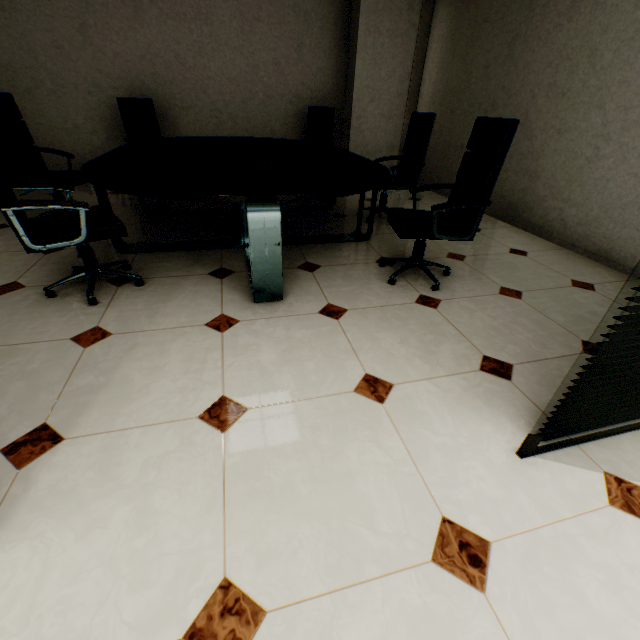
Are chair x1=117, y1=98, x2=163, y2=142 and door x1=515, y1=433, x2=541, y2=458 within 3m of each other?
no

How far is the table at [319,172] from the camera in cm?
193

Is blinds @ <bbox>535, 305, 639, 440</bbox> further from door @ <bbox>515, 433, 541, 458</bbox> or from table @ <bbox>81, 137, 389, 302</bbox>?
table @ <bbox>81, 137, 389, 302</bbox>

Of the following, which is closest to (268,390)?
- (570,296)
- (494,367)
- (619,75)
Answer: (494,367)

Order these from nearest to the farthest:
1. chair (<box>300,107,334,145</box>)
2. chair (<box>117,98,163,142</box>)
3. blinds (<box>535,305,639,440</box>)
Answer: blinds (<box>535,305,639,440</box>), chair (<box>117,98,163,142</box>), chair (<box>300,107,334,145</box>)

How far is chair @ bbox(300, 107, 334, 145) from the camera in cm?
502

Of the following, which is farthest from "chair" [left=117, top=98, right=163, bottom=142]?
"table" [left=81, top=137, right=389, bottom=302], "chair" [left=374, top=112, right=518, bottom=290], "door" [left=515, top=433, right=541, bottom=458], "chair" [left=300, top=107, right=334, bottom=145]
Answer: "door" [left=515, top=433, right=541, bottom=458]

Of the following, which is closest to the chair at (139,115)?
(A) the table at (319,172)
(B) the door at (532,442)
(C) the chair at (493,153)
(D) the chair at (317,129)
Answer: (A) the table at (319,172)
